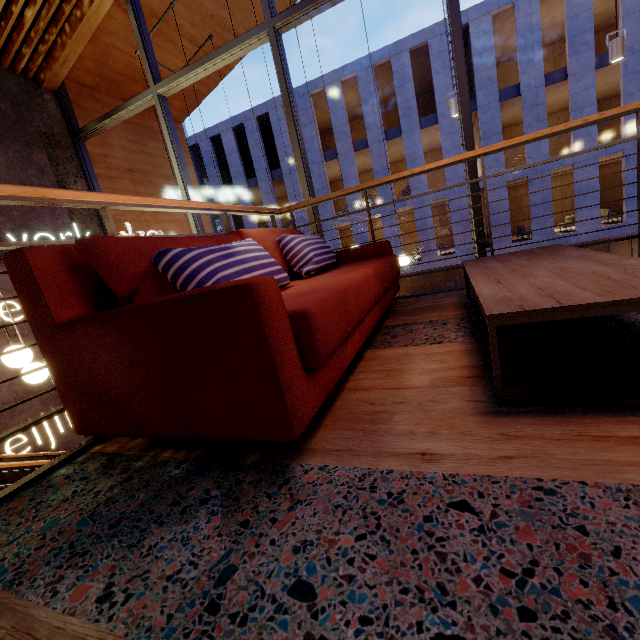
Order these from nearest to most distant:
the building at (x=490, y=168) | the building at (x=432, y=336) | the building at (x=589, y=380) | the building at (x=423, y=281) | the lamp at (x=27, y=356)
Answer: the building at (x=432, y=336), the building at (x=589, y=380), the lamp at (x=27, y=356), the building at (x=490, y=168), the building at (x=423, y=281)

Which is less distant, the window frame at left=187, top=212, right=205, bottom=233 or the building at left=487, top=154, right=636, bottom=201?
the window frame at left=187, top=212, right=205, bottom=233

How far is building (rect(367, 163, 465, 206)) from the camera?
18.2 meters

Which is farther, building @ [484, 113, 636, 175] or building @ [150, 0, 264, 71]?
building @ [484, 113, 636, 175]

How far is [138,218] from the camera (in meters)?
6.50

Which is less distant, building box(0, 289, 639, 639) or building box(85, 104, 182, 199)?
building box(0, 289, 639, 639)

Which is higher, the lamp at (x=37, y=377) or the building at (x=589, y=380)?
the lamp at (x=37, y=377)

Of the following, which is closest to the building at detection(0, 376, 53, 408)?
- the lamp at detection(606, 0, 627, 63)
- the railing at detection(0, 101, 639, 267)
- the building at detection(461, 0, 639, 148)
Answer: the railing at detection(0, 101, 639, 267)
